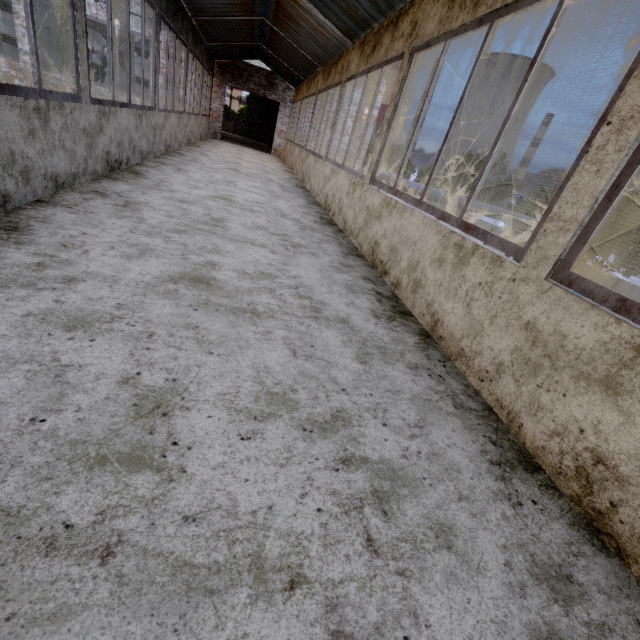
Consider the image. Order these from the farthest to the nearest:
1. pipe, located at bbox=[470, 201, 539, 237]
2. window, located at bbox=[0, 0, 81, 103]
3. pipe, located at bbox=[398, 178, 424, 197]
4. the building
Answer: pipe, located at bbox=[470, 201, 539, 237] < pipe, located at bbox=[398, 178, 424, 197] < window, located at bbox=[0, 0, 81, 103] < the building

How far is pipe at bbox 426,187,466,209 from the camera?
15.82m

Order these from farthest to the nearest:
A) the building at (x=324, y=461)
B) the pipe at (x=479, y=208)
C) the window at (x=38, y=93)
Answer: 1. the pipe at (x=479, y=208)
2. the window at (x=38, y=93)
3. the building at (x=324, y=461)

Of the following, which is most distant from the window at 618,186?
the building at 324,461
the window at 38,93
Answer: the window at 38,93

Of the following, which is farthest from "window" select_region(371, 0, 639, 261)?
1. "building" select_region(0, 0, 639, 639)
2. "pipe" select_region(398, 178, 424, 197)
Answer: "pipe" select_region(398, 178, 424, 197)

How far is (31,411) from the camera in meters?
1.2 m

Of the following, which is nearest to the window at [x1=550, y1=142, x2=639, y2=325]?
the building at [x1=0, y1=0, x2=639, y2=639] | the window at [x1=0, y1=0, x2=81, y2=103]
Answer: the building at [x1=0, y1=0, x2=639, y2=639]
